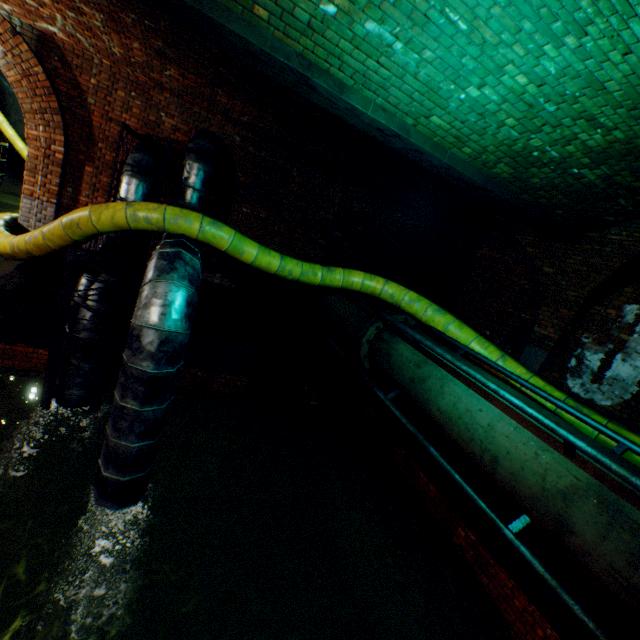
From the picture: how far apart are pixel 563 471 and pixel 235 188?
8.11m

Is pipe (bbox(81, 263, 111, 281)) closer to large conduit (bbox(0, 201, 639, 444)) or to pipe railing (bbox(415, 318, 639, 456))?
large conduit (bbox(0, 201, 639, 444))

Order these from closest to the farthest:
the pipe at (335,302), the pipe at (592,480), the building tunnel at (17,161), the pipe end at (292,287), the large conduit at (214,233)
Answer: the pipe at (592,480) → the large conduit at (214,233) → the pipe at (335,302) → the pipe end at (292,287) → the building tunnel at (17,161)

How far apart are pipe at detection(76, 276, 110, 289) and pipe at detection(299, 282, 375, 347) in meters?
3.9 m

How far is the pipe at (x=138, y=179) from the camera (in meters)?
6.20

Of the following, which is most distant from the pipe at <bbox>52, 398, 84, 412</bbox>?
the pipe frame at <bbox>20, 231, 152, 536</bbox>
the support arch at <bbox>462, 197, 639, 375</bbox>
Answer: the support arch at <bbox>462, 197, 639, 375</bbox>

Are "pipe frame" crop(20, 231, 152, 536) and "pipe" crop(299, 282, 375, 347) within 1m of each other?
no

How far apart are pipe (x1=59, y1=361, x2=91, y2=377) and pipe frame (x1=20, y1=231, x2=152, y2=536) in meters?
0.0 m
